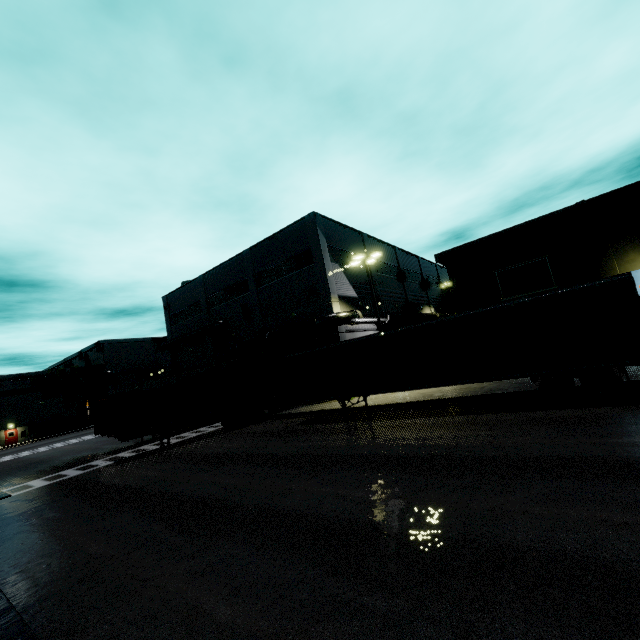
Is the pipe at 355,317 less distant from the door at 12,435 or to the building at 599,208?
the building at 599,208

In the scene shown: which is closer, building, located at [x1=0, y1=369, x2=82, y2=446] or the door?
the door

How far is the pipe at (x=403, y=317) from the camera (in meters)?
28.71

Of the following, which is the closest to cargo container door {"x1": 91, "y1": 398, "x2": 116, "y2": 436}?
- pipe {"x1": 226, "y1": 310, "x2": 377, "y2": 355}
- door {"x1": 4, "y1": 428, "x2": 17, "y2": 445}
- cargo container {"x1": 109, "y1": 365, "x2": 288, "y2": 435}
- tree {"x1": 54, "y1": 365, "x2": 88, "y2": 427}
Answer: cargo container {"x1": 109, "y1": 365, "x2": 288, "y2": 435}

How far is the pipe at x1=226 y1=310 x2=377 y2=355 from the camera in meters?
23.7 m

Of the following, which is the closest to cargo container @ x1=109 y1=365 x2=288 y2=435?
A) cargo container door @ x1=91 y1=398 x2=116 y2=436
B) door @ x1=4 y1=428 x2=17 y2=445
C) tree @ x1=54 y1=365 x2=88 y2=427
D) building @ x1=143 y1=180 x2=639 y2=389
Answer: cargo container door @ x1=91 y1=398 x2=116 y2=436

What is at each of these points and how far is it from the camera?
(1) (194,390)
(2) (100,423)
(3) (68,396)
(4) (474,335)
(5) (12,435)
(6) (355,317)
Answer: (1) cargo container, 20.3m
(2) cargo container door, 17.6m
(3) tree, 56.3m
(4) semi trailer, 12.7m
(5) door, 49.9m
(6) pipe, 24.3m

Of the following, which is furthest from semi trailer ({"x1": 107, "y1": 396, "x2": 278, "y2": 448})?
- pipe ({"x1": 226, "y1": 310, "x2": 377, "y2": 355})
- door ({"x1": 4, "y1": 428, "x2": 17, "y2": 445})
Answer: door ({"x1": 4, "y1": 428, "x2": 17, "y2": 445})
